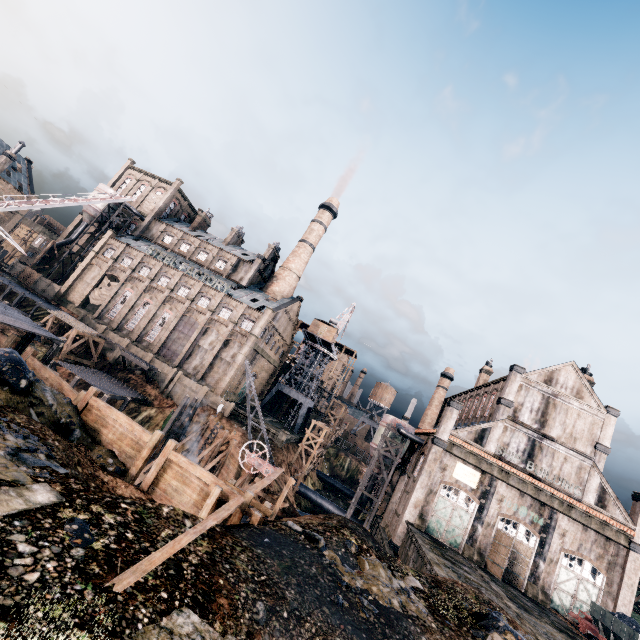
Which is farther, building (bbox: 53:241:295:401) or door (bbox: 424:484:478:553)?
building (bbox: 53:241:295:401)

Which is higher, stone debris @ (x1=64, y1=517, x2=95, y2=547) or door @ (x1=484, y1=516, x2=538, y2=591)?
door @ (x1=484, y1=516, x2=538, y2=591)

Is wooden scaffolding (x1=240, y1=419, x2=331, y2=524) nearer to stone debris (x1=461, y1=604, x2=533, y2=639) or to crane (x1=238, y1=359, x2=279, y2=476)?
crane (x1=238, y1=359, x2=279, y2=476)

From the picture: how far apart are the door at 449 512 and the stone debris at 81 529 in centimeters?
3355cm

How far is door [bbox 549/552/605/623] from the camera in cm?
2938

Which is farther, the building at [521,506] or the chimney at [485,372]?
the chimney at [485,372]

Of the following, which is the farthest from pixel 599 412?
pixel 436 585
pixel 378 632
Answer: pixel 378 632

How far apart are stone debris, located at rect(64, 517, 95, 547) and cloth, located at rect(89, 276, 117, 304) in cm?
5840
